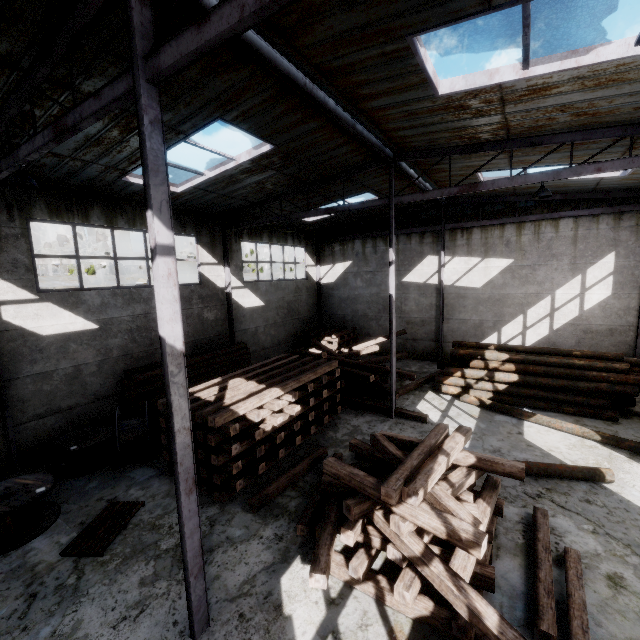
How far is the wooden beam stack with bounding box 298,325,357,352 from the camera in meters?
18.1

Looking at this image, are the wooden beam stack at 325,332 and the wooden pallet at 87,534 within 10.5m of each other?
no

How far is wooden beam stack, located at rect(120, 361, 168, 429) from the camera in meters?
10.3

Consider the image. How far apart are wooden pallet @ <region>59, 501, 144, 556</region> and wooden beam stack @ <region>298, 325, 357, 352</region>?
11.9 meters

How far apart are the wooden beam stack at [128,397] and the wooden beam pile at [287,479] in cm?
574

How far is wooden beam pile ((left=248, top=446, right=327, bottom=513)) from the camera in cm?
697

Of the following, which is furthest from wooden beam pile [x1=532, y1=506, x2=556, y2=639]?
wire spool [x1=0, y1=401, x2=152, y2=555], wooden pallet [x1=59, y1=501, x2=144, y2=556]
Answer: wire spool [x1=0, y1=401, x2=152, y2=555]

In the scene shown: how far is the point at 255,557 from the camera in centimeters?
581cm
